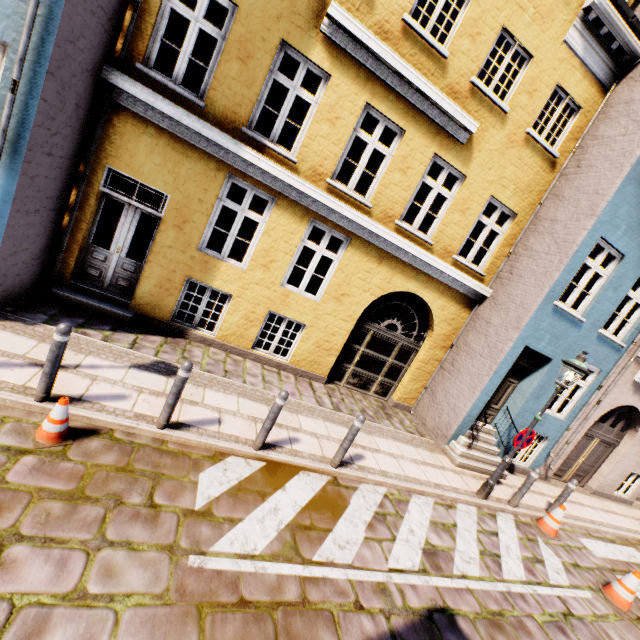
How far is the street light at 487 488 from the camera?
6.44m

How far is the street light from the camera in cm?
644

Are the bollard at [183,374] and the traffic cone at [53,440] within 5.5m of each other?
yes

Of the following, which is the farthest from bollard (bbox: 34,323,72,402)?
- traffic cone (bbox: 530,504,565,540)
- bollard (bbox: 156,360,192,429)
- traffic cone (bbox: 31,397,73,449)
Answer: A: traffic cone (bbox: 530,504,565,540)

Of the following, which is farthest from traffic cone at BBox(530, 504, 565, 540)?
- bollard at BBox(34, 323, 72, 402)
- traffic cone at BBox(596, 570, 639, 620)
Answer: bollard at BBox(34, 323, 72, 402)

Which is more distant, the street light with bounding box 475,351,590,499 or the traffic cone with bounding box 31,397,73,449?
the street light with bounding box 475,351,590,499

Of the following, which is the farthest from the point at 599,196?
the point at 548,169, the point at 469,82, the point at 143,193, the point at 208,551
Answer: the point at 143,193

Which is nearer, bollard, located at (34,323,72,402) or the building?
bollard, located at (34,323,72,402)
